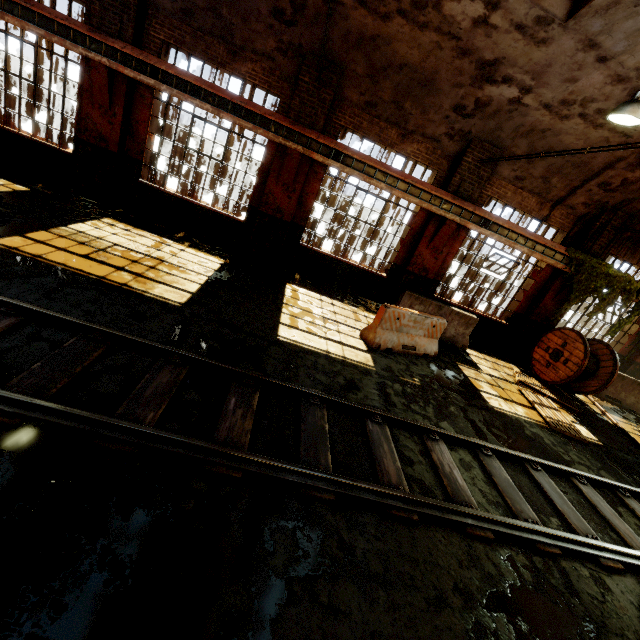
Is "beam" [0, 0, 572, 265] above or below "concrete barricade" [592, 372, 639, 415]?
above

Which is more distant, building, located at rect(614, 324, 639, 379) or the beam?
building, located at rect(614, 324, 639, 379)

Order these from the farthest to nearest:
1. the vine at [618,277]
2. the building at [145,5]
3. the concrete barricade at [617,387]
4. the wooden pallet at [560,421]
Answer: the concrete barricade at [617,387] → the vine at [618,277] → the wooden pallet at [560,421] → the building at [145,5]

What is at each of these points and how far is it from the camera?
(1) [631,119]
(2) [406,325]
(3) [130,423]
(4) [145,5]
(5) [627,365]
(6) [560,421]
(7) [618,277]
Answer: (1) hanging light, 5.71m
(2) concrete barricade, 7.75m
(3) rail track, 3.08m
(4) building, 7.85m
(5) building, 12.48m
(6) wooden pallet, 7.63m
(7) vine, 10.38m

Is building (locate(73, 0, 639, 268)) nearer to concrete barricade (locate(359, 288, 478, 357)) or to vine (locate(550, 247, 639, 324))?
vine (locate(550, 247, 639, 324))

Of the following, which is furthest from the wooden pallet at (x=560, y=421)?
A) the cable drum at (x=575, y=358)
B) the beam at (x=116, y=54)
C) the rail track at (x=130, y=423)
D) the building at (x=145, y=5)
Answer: the beam at (x=116, y=54)

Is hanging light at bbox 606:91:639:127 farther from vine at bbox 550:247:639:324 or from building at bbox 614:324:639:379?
vine at bbox 550:247:639:324

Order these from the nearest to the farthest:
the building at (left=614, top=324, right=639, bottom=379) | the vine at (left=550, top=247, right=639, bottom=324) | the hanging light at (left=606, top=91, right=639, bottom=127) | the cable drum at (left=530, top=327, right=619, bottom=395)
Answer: the hanging light at (left=606, top=91, right=639, bottom=127) → the cable drum at (left=530, top=327, right=619, bottom=395) → the vine at (left=550, top=247, right=639, bottom=324) → the building at (left=614, top=324, right=639, bottom=379)
